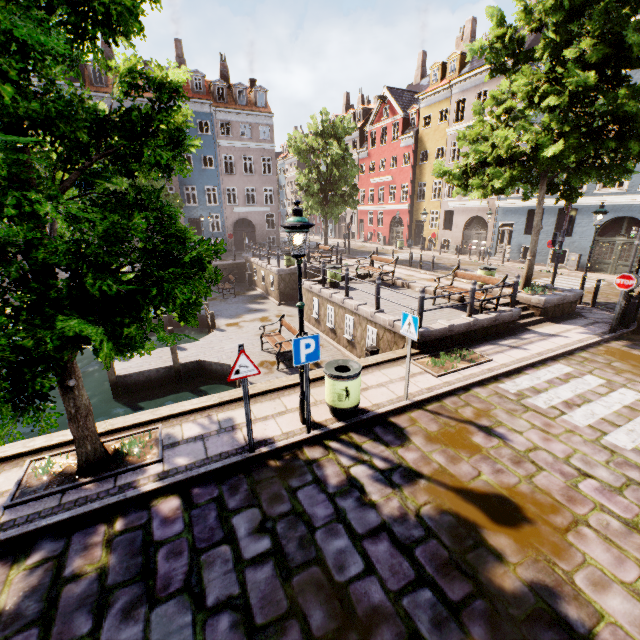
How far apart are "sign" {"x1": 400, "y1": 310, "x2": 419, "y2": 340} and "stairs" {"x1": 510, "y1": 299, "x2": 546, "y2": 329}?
6.2m

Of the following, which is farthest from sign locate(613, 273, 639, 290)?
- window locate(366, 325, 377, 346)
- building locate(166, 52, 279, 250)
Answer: building locate(166, 52, 279, 250)

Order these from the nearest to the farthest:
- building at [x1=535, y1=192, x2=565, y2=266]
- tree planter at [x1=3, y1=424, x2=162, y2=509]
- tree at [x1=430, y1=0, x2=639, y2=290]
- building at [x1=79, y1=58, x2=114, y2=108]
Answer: tree planter at [x1=3, y1=424, x2=162, y2=509], tree at [x1=430, y1=0, x2=639, y2=290], building at [x1=535, y1=192, x2=565, y2=266], building at [x1=79, y1=58, x2=114, y2=108]

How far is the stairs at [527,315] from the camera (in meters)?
10.89

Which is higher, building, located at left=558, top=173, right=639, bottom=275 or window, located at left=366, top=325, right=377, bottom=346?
building, located at left=558, top=173, right=639, bottom=275

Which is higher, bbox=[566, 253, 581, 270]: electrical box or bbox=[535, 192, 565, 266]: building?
bbox=[535, 192, 565, 266]: building

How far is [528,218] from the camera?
22.9m

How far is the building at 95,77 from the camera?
26.20m
